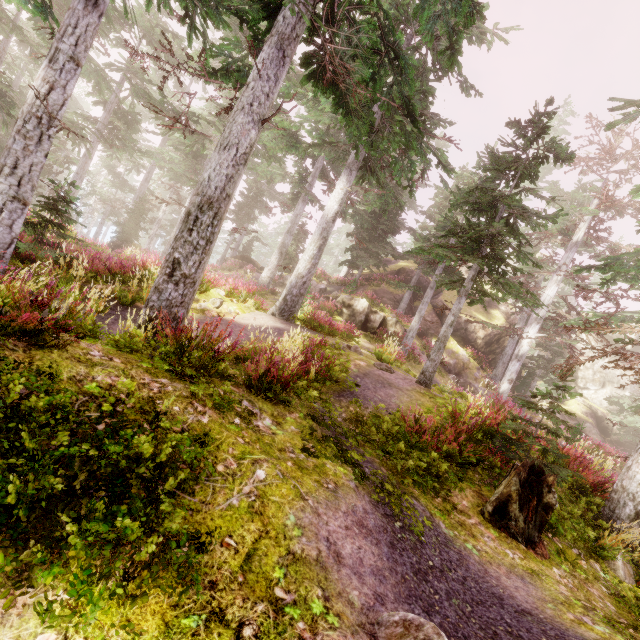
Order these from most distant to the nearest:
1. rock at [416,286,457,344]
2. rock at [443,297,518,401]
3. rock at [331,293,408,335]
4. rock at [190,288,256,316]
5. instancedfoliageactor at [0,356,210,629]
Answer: rock at [416,286,457,344]
rock at [443,297,518,401]
rock at [331,293,408,335]
rock at [190,288,256,316]
instancedfoliageactor at [0,356,210,629]

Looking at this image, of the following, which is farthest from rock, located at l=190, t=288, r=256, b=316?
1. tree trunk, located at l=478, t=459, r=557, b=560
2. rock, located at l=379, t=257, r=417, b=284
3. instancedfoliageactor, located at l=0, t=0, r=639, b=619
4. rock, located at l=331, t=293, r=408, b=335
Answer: rock, located at l=379, t=257, r=417, b=284

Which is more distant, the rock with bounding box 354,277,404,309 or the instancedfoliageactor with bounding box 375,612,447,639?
the rock with bounding box 354,277,404,309

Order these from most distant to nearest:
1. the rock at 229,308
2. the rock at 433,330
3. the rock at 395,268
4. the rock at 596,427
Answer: the rock at 596,427, the rock at 395,268, the rock at 433,330, the rock at 229,308

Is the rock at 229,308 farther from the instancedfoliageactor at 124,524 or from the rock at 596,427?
the rock at 596,427

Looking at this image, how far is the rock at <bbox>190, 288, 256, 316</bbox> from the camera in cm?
1119

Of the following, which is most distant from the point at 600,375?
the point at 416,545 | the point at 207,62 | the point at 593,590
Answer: the point at 207,62

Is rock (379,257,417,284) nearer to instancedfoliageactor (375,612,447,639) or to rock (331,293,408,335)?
instancedfoliageactor (375,612,447,639)
